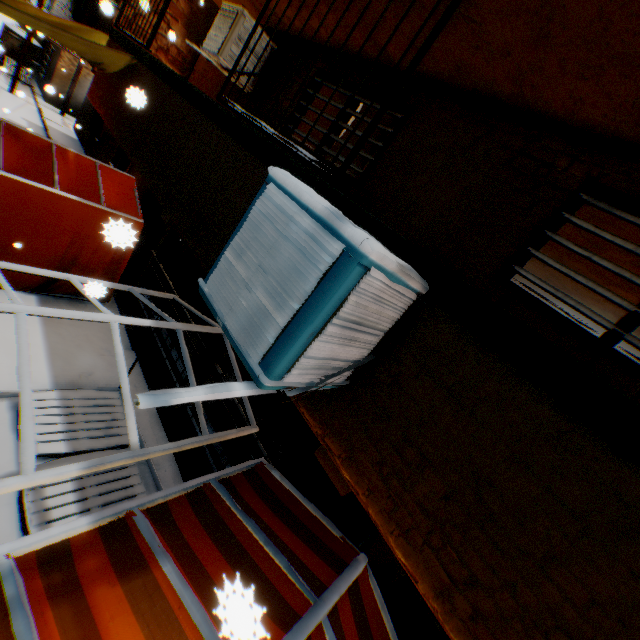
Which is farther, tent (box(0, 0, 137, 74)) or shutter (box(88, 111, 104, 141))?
shutter (box(88, 111, 104, 141))

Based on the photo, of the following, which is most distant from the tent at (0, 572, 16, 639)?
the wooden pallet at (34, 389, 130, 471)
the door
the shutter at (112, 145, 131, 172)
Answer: the door

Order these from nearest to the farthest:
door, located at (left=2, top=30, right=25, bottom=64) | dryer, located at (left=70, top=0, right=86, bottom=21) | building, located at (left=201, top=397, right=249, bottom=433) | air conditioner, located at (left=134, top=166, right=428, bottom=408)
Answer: air conditioner, located at (left=134, top=166, right=428, bottom=408) → building, located at (left=201, top=397, right=249, bottom=433) → dryer, located at (left=70, top=0, right=86, bottom=21) → door, located at (left=2, top=30, right=25, bottom=64)

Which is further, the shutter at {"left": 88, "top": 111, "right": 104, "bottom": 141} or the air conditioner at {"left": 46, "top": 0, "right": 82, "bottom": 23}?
the shutter at {"left": 88, "top": 111, "right": 104, "bottom": 141}

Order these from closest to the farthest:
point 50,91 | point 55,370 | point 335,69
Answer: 1. point 335,69
2. point 55,370
3. point 50,91

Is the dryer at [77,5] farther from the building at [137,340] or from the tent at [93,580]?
the tent at [93,580]

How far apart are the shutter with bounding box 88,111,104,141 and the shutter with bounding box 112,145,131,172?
2.1 meters

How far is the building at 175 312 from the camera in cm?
578
